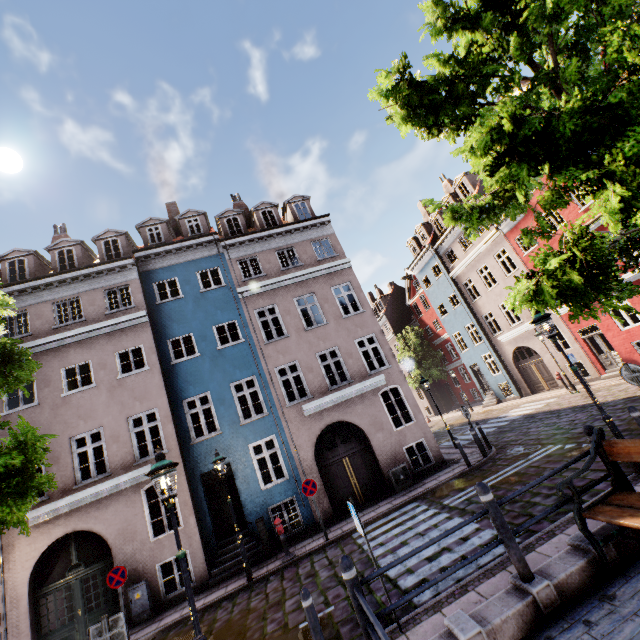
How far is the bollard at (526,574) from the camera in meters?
3.9

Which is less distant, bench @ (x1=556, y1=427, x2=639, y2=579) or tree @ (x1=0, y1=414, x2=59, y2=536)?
bench @ (x1=556, y1=427, x2=639, y2=579)

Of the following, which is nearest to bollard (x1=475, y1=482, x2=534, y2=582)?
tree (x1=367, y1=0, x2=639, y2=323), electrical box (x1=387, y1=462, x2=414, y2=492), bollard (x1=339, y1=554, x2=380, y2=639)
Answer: bollard (x1=339, y1=554, x2=380, y2=639)

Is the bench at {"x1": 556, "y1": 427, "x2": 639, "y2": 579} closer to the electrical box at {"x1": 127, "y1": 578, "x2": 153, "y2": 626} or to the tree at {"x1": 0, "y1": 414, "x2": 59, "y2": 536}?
the tree at {"x1": 0, "y1": 414, "x2": 59, "y2": 536}

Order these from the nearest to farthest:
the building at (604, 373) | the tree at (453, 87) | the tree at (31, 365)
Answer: the tree at (453, 87) < the tree at (31, 365) < the building at (604, 373)

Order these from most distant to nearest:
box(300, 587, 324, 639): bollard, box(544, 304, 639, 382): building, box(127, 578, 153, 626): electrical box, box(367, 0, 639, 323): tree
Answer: box(544, 304, 639, 382): building → box(127, 578, 153, 626): electrical box → box(300, 587, 324, 639): bollard → box(367, 0, 639, 323): tree

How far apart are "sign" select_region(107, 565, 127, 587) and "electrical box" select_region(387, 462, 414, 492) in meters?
9.3 m

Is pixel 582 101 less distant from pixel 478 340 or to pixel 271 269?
pixel 271 269
